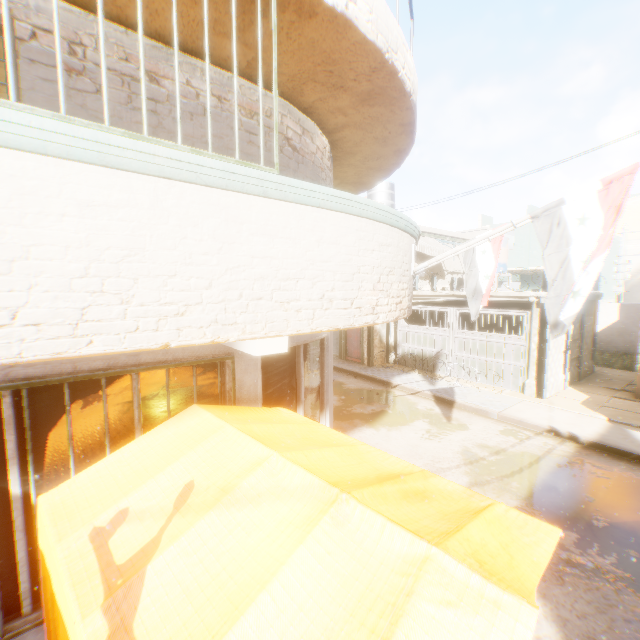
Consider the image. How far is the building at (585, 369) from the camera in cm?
1363

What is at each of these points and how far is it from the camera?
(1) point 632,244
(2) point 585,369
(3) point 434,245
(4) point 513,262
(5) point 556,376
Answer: (1) building, 29.33m
(2) building, 13.98m
(3) awning, 17.56m
(4) building, 26.05m
(5) building, 11.88m

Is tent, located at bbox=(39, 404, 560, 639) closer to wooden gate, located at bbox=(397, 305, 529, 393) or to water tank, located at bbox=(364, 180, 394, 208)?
wooden gate, located at bbox=(397, 305, 529, 393)

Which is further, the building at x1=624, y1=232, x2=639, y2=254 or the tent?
the building at x1=624, y1=232, x2=639, y2=254

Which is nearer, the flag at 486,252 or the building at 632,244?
the flag at 486,252

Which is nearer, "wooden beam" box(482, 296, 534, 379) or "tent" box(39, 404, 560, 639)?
"tent" box(39, 404, 560, 639)

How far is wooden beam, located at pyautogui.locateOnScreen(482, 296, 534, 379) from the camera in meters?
11.3 m

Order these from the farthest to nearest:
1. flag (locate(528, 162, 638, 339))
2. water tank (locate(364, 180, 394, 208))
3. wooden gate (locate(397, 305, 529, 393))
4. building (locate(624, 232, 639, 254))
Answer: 1. building (locate(624, 232, 639, 254))
2. water tank (locate(364, 180, 394, 208))
3. wooden gate (locate(397, 305, 529, 393))
4. flag (locate(528, 162, 638, 339))
